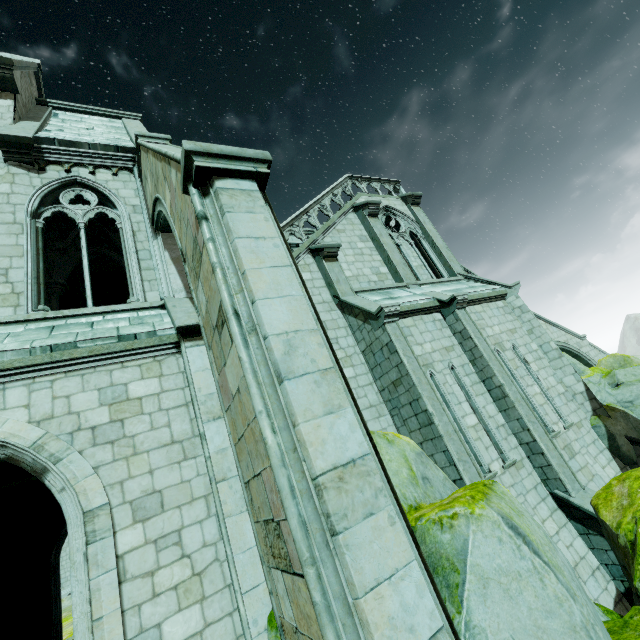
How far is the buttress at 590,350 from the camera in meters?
20.8

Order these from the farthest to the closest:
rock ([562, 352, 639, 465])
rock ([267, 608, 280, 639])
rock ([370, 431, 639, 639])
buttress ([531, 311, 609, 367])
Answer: buttress ([531, 311, 609, 367])
rock ([562, 352, 639, 465])
rock ([267, 608, 280, 639])
rock ([370, 431, 639, 639])

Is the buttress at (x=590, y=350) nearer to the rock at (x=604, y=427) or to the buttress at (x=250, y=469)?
the rock at (x=604, y=427)

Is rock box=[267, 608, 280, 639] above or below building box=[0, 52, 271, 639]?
below

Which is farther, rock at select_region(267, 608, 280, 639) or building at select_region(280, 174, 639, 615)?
building at select_region(280, 174, 639, 615)

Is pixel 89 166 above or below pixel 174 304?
above

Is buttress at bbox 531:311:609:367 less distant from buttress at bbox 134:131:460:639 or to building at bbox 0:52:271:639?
building at bbox 0:52:271:639

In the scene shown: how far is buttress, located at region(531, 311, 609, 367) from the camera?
20.8 meters
